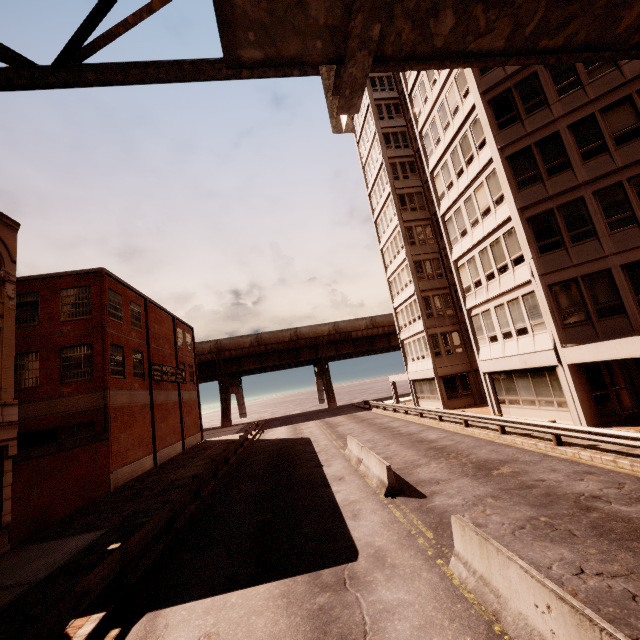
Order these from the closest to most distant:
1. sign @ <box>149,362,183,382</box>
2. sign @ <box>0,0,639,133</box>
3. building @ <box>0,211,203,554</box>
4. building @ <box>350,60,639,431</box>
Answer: sign @ <box>0,0,639,133</box> → building @ <box>0,211,203,554</box> → building @ <box>350,60,639,431</box> → sign @ <box>149,362,183,382</box>

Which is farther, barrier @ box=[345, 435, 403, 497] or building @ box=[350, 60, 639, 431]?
building @ box=[350, 60, 639, 431]

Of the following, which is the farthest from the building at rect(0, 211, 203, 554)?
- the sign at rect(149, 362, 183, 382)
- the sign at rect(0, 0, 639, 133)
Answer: the sign at rect(0, 0, 639, 133)

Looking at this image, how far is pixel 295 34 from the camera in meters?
1.7

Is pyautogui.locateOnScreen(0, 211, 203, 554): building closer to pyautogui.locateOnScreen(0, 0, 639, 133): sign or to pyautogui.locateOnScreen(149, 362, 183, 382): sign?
pyautogui.locateOnScreen(149, 362, 183, 382): sign

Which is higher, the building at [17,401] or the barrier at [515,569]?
the building at [17,401]

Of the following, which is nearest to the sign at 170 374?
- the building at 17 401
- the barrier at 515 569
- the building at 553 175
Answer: the building at 17 401

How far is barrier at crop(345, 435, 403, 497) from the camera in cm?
1117
